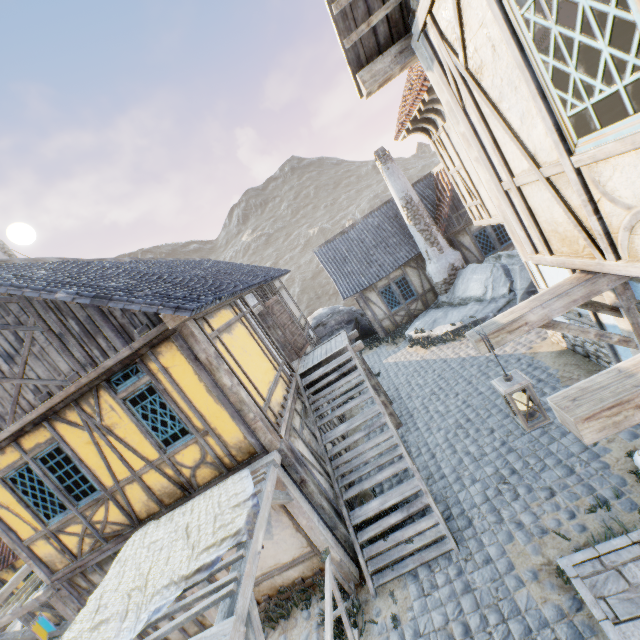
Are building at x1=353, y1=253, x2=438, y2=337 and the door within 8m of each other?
yes

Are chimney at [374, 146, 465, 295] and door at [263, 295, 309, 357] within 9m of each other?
yes

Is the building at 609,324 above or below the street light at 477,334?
below

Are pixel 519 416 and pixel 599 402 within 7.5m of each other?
yes

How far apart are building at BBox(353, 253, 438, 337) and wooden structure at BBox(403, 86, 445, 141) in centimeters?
971cm

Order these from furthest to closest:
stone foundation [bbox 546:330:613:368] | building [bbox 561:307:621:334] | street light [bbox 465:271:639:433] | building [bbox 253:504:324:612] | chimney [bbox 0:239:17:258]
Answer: chimney [bbox 0:239:17:258] → stone foundation [bbox 546:330:613:368] → building [bbox 253:504:324:612] → building [bbox 561:307:621:334] → street light [bbox 465:271:639:433]

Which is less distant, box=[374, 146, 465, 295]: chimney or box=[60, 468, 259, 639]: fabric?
box=[60, 468, 259, 639]: fabric

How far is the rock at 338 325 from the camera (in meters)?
18.72
